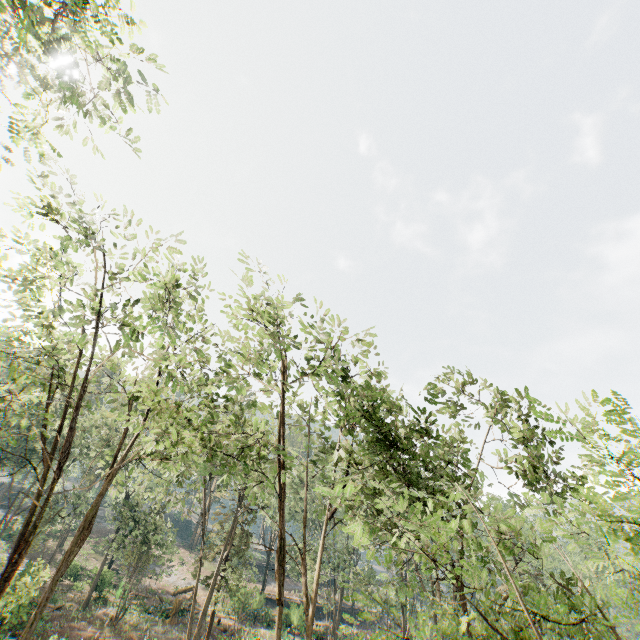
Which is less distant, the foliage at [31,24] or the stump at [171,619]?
the foliage at [31,24]

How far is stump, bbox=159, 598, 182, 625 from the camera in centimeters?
3149cm

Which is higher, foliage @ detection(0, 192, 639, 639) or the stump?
foliage @ detection(0, 192, 639, 639)

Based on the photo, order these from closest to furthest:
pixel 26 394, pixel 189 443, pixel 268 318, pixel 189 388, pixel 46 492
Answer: pixel 189 388, pixel 268 318, pixel 189 443, pixel 46 492, pixel 26 394

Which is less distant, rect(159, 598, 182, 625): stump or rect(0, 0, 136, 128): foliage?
rect(0, 0, 136, 128): foliage
